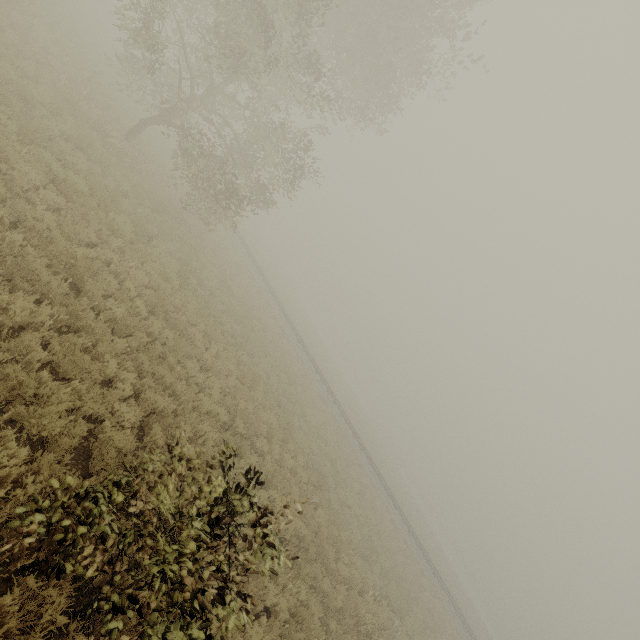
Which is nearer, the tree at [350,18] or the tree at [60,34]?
the tree at [350,18]

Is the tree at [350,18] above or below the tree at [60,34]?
above

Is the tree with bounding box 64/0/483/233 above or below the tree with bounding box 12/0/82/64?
above

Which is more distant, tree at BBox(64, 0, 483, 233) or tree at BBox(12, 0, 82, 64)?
tree at BBox(12, 0, 82, 64)

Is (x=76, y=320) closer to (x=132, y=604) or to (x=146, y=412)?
(x=146, y=412)
